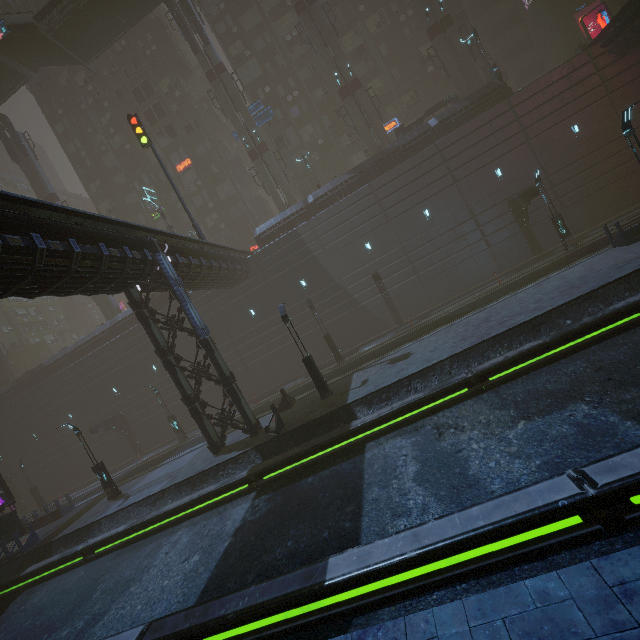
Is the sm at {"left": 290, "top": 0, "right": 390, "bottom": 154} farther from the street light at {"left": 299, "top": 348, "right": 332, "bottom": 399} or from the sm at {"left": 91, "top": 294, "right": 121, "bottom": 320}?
the sm at {"left": 91, "top": 294, "right": 121, "bottom": 320}

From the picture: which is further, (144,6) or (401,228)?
(144,6)

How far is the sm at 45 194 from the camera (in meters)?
37.12

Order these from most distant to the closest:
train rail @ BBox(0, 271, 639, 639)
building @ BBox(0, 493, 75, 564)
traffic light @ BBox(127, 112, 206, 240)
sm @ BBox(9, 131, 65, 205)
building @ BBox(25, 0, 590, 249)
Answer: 1. sm @ BBox(9, 131, 65, 205)
2. building @ BBox(25, 0, 590, 249)
3. traffic light @ BBox(127, 112, 206, 240)
4. building @ BBox(0, 493, 75, 564)
5. train rail @ BBox(0, 271, 639, 639)

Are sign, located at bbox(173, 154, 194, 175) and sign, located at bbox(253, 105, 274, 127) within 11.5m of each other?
yes

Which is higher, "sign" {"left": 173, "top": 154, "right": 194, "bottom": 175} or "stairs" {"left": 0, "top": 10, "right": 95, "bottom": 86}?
"stairs" {"left": 0, "top": 10, "right": 95, "bottom": 86}

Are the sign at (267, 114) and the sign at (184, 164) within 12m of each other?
yes

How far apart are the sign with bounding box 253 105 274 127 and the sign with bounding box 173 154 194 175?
10.4m
